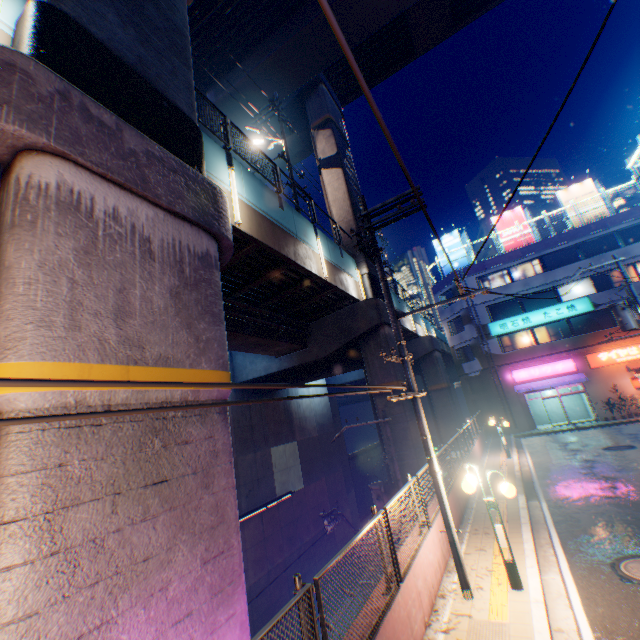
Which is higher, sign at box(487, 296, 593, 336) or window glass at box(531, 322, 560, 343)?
sign at box(487, 296, 593, 336)

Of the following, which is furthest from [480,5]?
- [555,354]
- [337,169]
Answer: [555,354]

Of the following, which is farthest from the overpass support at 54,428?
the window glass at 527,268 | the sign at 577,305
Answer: the window glass at 527,268

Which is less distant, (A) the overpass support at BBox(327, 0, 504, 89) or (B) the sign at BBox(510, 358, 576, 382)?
(A) the overpass support at BBox(327, 0, 504, 89)

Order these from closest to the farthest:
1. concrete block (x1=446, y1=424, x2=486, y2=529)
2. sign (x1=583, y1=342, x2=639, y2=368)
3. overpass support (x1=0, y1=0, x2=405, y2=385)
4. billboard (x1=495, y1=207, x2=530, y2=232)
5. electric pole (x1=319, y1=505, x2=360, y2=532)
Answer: overpass support (x1=0, y1=0, x2=405, y2=385), concrete block (x1=446, y1=424, x2=486, y2=529), electric pole (x1=319, y1=505, x2=360, y2=532), sign (x1=583, y1=342, x2=639, y2=368), billboard (x1=495, y1=207, x2=530, y2=232)

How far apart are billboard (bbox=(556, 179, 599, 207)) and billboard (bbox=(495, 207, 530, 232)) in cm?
303

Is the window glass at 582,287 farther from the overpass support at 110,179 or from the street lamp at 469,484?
the street lamp at 469,484

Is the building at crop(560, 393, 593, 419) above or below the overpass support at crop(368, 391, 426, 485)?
below
